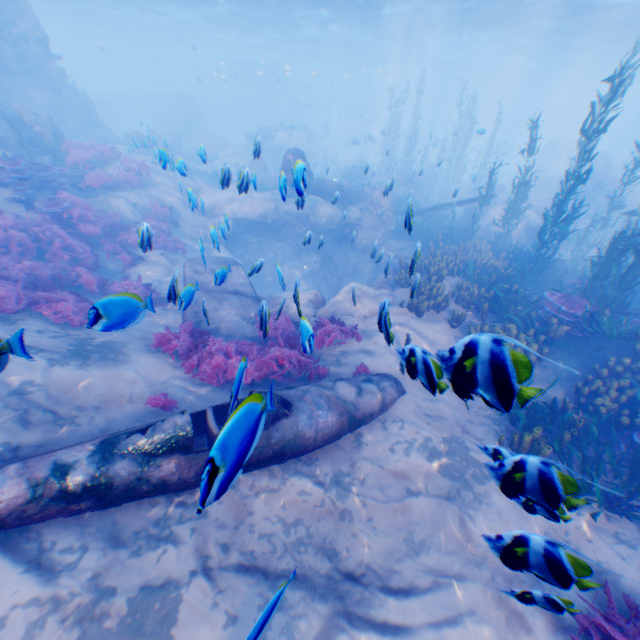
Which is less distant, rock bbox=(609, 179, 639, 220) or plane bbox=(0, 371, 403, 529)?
plane bbox=(0, 371, 403, 529)

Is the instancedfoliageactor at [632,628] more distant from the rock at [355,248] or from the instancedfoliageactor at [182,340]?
the instancedfoliageactor at [182,340]

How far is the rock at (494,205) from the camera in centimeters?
1639cm

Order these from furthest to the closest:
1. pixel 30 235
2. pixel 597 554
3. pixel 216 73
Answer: pixel 216 73, pixel 30 235, pixel 597 554

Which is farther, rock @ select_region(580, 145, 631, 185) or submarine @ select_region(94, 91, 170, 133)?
submarine @ select_region(94, 91, 170, 133)

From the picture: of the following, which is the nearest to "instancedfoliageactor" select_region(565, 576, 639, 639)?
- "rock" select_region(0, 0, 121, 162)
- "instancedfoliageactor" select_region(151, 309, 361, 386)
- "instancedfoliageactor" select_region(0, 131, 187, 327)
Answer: "rock" select_region(0, 0, 121, 162)

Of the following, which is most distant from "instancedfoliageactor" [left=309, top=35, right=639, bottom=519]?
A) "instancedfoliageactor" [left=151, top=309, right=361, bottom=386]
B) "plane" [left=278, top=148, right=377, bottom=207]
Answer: "instancedfoliageactor" [left=151, top=309, right=361, bottom=386]

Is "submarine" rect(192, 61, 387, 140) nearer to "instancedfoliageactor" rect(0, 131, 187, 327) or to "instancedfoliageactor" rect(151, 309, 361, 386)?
"instancedfoliageactor" rect(0, 131, 187, 327)
